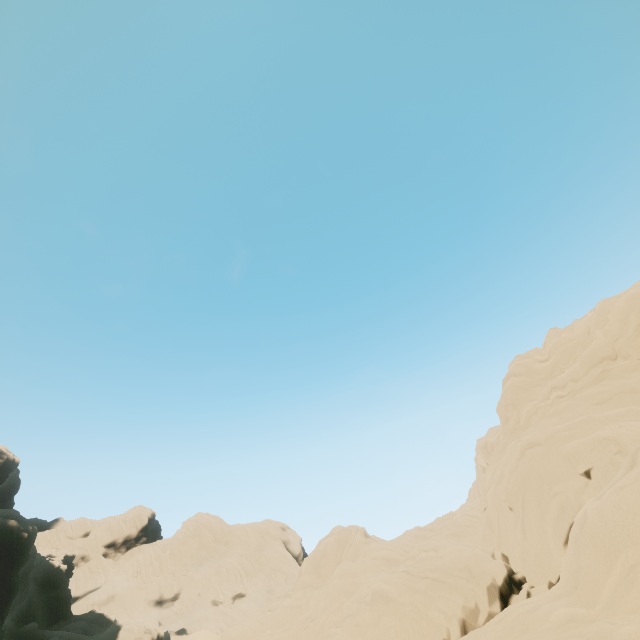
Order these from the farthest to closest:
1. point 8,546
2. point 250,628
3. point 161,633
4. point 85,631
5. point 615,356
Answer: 1. point 85,631
2. point 161,633
3. point 8,546
4. point 250,628
5. point 615,356

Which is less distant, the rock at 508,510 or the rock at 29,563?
the rock at 508,510

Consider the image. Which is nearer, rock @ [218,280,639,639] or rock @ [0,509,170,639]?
rock @ [218,280,639,639]
